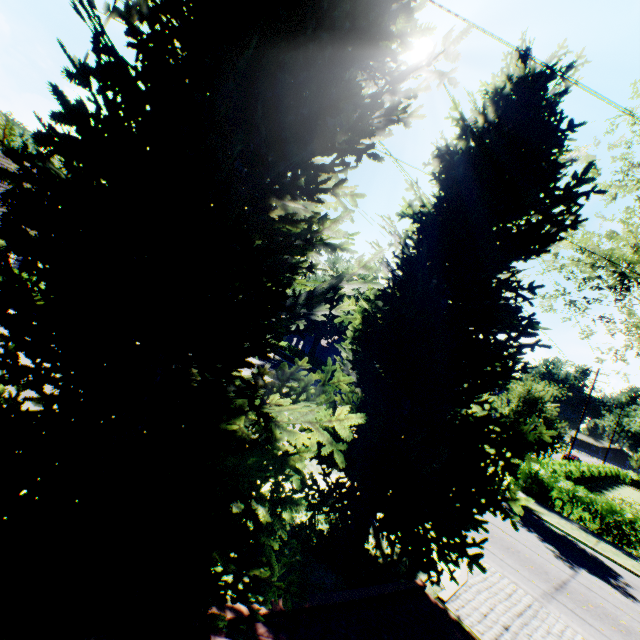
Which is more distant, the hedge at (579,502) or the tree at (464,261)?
the hedge at (579,502)

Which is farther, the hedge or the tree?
the hedge

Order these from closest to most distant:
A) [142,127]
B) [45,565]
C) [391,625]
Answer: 1. [45,565]
2. [142,127]
3. [391,625]

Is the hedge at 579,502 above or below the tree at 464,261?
below

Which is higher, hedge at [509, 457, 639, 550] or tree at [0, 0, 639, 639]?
tree at [0, 0, 639, 639]
